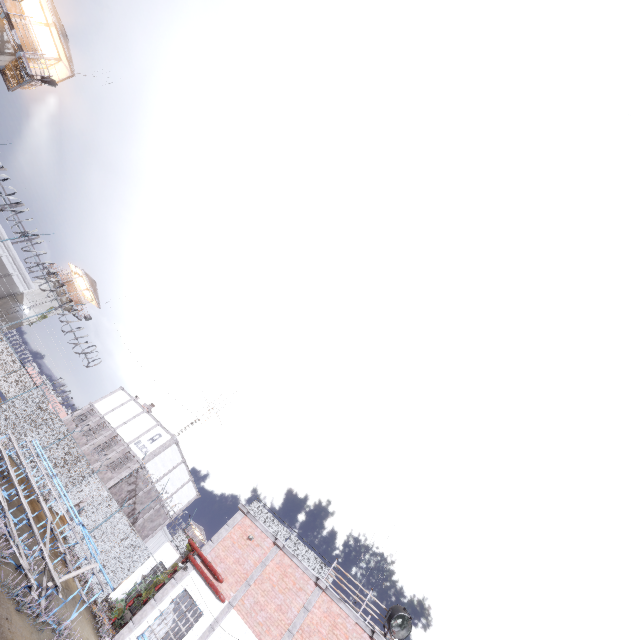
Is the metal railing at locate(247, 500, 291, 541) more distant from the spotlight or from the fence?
the fence

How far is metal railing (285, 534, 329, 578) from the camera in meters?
15.6 m

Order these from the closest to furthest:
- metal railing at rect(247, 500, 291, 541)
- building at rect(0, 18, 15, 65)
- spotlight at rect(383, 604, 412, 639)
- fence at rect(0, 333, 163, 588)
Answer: spotlight at rect(383, 604, 412, 639) < metal railing at rect(247, 500, 291, 541) < fence at rect(0, 333, 163, 588) < building at rect(0, 18, 15, 65)

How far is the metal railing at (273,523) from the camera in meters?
17.1

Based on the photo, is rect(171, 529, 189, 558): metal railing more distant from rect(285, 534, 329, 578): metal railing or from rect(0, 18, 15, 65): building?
rect(0, 18, 15, 65): building

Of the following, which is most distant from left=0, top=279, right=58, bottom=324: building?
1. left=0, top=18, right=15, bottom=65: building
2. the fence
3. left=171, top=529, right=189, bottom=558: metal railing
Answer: left=171, top=529, right=189, bottom=558: metal railing

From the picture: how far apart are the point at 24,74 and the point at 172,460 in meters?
33.3 m

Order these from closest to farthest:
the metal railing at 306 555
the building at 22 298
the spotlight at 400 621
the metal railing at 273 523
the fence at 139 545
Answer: the spotlight at 400 621, the metal railing at 306 555, the metal railing at 273 523, the fence at 139 545, the building at 22 298
